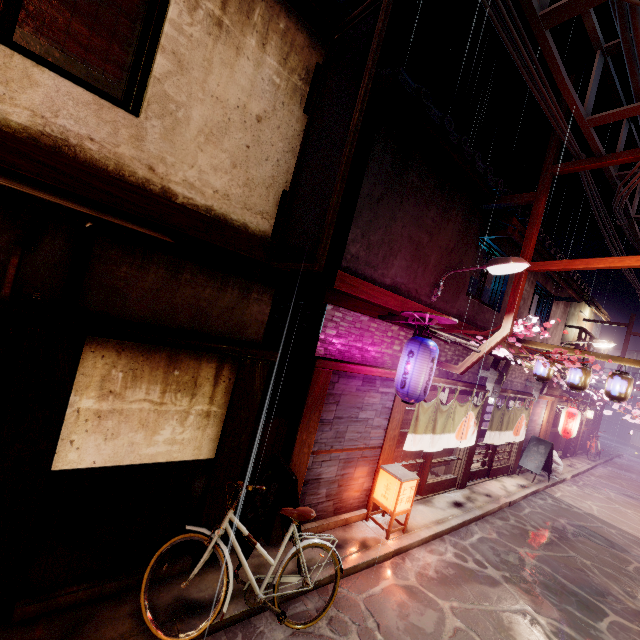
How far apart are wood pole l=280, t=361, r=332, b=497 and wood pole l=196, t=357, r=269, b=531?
1.37m

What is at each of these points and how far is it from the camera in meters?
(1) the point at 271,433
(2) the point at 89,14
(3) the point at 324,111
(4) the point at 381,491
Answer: (1) stick, 9.1 m
(2) blind, 5.7 m
(3) light, 7.4 m
(4) light, 11.2 m

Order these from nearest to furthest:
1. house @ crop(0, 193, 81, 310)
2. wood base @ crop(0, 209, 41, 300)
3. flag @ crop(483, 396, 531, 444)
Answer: wood base @ crop(0, 209, 41, 300), house @ crop(0, 193, 81, 310), flag @ crop(483, 396, 531, 444)

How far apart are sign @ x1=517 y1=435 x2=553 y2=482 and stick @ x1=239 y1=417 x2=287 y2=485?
19.1 meters

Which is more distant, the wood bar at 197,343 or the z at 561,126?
the z at 561,126

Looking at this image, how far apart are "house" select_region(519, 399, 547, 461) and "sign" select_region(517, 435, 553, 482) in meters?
0.1

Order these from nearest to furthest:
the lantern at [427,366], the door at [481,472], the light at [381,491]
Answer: the lantern at [427,366]
the light at [381,491]
the door at [481,472]

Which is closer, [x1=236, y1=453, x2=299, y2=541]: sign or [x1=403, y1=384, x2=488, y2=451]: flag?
[x1=236, y1=453, x2=299, y2=541]: sign
